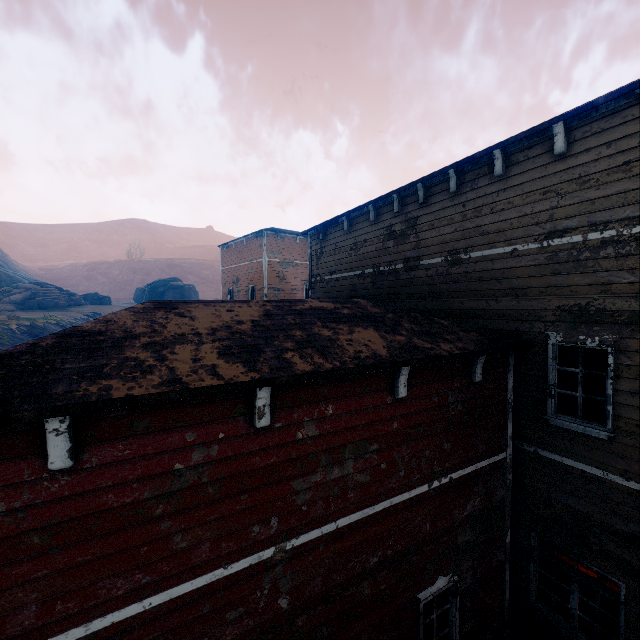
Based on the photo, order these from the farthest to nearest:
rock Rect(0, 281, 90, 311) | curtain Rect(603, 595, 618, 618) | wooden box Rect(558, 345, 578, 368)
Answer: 1. rock Rect(0, 281, 90, 311)
2. wooden box Rect(558, 345, 578, 368)
3. curtain Rect(603, 595, 618, 618)

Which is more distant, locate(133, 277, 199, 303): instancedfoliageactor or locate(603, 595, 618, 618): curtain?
locate(133, 277, 199, 303): instancedfoliageactor

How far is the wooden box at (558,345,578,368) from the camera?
11.3m

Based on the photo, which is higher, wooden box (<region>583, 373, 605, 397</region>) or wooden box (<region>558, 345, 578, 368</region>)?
wooden box (<region>583, 373, 605, 397</region>)

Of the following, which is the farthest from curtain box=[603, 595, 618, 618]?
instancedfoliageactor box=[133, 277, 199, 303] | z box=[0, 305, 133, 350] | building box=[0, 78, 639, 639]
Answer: instancedfoliageactor box=[133, 277, 199, 303]

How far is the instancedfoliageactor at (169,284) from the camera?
54.3 meters

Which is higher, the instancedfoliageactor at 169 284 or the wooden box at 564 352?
the instancedfoliageactor at 169 284

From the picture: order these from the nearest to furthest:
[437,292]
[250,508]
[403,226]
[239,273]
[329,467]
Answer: [250,508] → [329,467] → [437,292] → [403,226] → [239,273]
